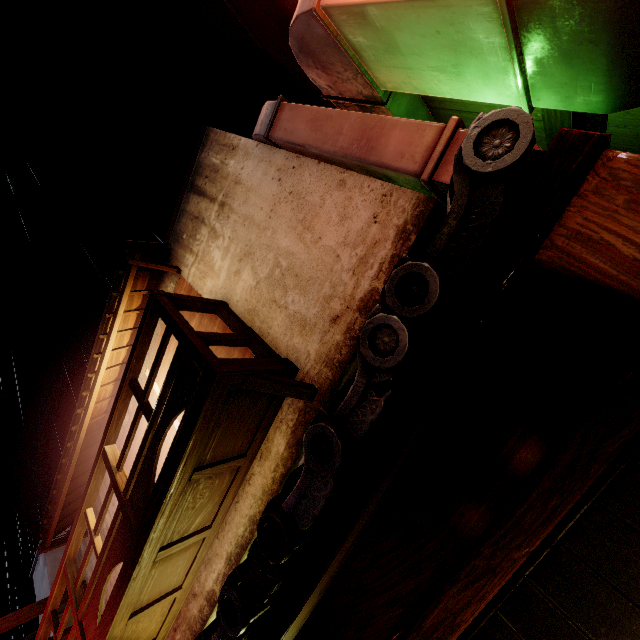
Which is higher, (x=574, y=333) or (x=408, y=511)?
(x=408, y=511)

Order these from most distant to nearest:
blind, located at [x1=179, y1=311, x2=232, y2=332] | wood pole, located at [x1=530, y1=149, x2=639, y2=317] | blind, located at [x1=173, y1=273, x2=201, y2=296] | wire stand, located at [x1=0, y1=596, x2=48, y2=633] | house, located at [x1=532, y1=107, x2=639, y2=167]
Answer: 1. wire stand, located at [x1=0, y1=596, x2=48, y2=633]
2. blind, located at [x1=173, y1=273, x2=201, y2=296]
3. blind, located at [x1=179, y1=311, x2=232, y2=332]
4. house, located at [x1=532, y1=107, x2=639, y2=167]
5. wood pole, located at [x1=530, y1=149, x2=639, y2=317]

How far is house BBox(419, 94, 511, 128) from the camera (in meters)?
6.90

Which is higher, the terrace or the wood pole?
the terrace

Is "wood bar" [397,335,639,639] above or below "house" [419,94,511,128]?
below

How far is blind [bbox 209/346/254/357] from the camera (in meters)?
7.05

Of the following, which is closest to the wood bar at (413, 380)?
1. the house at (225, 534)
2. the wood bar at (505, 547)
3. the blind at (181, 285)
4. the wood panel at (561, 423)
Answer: the wood panel at (561, 423)

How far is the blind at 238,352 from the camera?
7.05m
